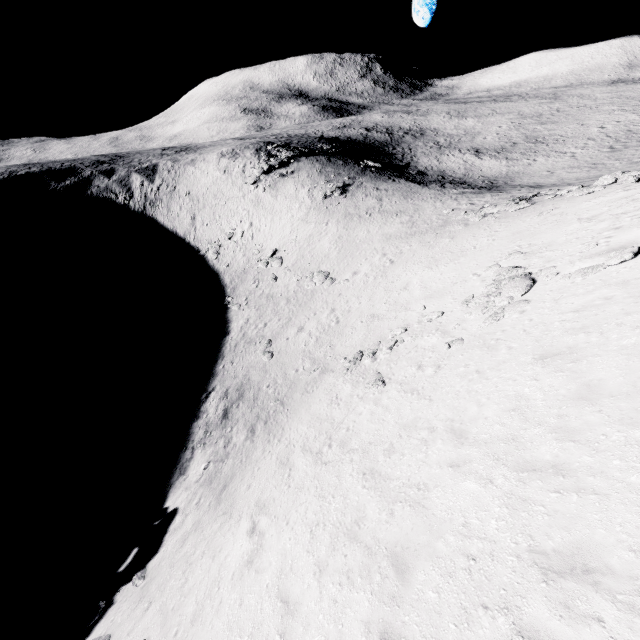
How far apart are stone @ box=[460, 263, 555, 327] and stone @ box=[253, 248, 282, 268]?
26.90m

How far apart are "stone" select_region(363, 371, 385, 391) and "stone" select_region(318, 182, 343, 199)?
34.39m

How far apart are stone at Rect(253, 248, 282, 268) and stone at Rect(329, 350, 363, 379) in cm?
2219

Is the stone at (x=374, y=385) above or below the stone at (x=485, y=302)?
below

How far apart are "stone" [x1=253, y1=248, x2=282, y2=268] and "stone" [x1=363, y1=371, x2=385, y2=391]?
25.8m

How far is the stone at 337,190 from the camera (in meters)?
45.38

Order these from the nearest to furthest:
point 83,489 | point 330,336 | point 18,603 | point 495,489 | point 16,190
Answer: point 495,489
point 18,603
point 83,489
point 330,336
point 16,190

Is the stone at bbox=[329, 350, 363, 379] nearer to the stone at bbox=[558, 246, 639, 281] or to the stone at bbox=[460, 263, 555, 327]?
the stone at bbox=[460, 263, 555, 327]
